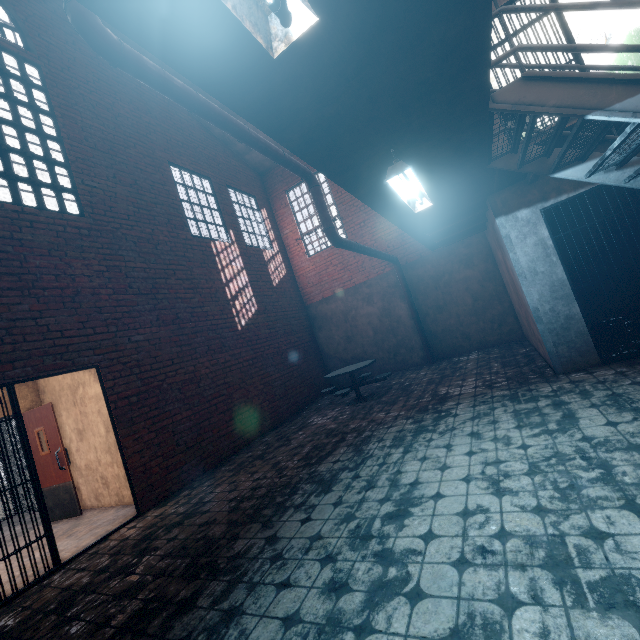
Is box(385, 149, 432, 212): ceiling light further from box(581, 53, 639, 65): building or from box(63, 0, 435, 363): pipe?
box(581, 53, 639, 65): building

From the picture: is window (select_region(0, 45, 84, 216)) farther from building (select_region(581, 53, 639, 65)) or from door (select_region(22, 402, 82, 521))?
building (select_region(581, 53, 639, 65))

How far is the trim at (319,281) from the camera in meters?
10.2 m

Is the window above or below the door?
above

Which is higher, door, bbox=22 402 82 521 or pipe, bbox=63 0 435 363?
pipe, bbox=63 0 435 363

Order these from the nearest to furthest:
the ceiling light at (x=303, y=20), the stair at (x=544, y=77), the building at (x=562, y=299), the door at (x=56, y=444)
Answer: the ceiling light at (x=303, y=20) → the stair at (x=544, y=77) → the building at (x=562, y=299) → the door at (x=56, y=444)

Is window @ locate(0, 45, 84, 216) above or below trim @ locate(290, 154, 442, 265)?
above

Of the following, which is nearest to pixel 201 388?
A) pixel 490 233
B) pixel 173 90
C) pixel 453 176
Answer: pixel 173 90
